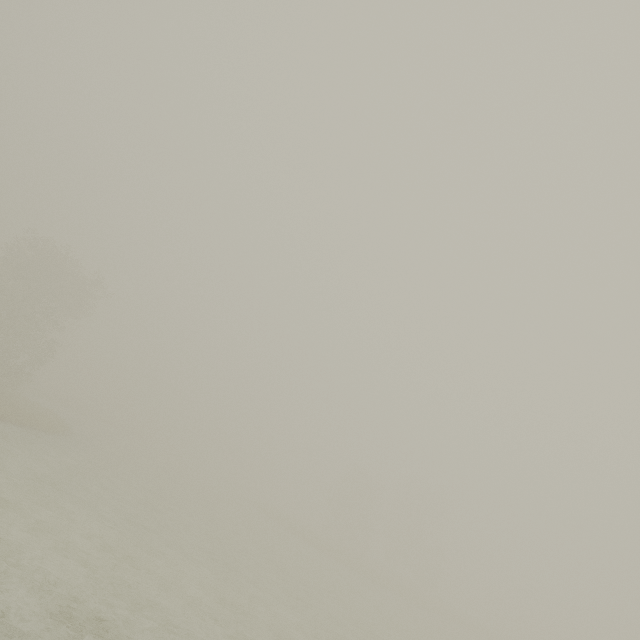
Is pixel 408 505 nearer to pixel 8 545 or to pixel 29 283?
pixel 8 545
